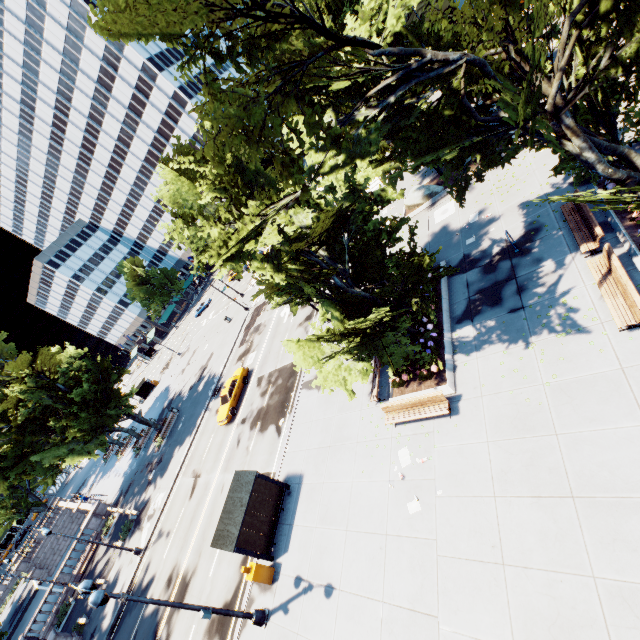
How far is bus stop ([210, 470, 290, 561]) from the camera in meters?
14.4

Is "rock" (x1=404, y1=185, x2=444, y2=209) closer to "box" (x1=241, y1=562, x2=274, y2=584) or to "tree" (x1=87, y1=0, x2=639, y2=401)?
"tree" (x1=87, y1=0, x2=639, y2=401)

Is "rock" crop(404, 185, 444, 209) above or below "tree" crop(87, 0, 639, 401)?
below

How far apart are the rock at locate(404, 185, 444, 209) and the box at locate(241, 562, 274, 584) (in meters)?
22.66

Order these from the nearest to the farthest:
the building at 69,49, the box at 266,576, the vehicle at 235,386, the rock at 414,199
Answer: the box at 266,576 → the rock at 414,199 → the vehicle at 235,386 → the building at 69,49

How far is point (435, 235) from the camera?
19.6 meters

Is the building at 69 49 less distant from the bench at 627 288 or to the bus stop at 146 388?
the bus stop at 146 388

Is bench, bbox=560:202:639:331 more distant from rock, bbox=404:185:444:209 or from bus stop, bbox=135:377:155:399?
bus stop, bbox=135:377:155:399
